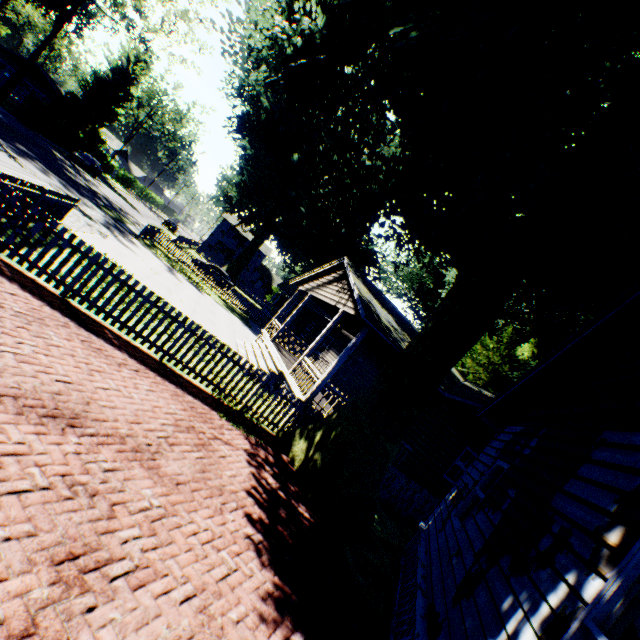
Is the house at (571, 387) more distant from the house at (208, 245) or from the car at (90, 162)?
the house at (208, 245)

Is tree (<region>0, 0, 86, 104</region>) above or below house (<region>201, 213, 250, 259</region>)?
below

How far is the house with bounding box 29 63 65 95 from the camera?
50.3 meters

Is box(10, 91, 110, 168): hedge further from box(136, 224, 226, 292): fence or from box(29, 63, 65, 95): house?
box(136, 224, 226, 292): fence

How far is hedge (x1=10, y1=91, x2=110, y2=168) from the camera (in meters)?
30.77

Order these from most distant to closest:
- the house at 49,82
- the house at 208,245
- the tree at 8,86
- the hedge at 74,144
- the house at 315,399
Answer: the house at 208,245, the house at 49,82, the hedge at 74,144, the tree at 8,86, the house at 315,399

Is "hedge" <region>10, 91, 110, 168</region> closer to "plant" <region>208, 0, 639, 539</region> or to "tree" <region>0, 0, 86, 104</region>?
"tree" <region>0, 0, 86, 104</region>

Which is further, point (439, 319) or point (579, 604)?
point (439, 319)
